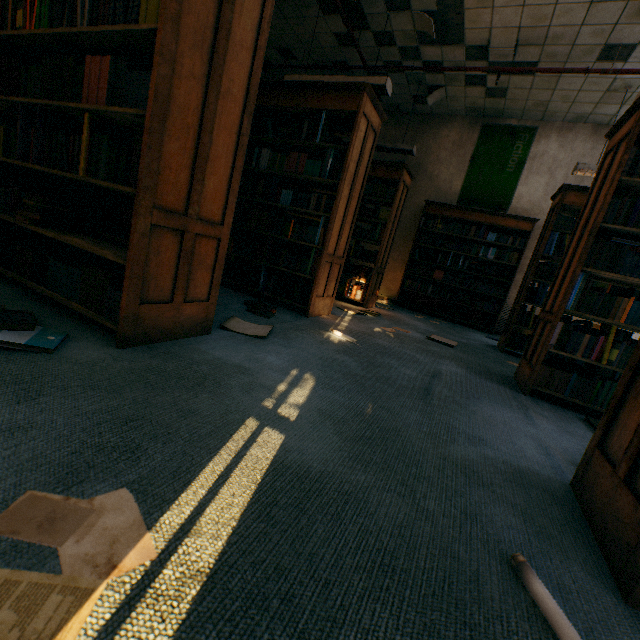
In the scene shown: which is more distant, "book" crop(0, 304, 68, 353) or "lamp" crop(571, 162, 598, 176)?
"lamp" crop(571, 162, 598, 176)

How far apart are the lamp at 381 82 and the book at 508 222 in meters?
2.7

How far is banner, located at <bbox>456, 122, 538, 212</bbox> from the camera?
6.1m

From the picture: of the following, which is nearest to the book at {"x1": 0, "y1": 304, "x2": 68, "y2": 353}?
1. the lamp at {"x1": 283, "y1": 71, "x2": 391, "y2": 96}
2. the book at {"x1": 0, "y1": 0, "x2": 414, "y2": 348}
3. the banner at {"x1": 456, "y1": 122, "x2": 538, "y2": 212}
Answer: the book at {"x1": 0, "y1": 0, "x2": 414, "y2": 348}

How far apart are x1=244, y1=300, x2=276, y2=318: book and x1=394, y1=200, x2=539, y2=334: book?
4.2 meters

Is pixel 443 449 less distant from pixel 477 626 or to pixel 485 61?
pixel 477 626

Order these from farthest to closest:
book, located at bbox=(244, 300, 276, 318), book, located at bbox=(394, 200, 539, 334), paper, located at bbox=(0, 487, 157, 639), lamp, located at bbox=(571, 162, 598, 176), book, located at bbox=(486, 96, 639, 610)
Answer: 1. book, located at bbox=(394, 200, 539, 334)
2. lamp, located at bbox=(571, 162, 598, 176)
3. book, located at bbox=(244, 300, 276, 318)
4. book, located at bbox=(486, 96, 639, 610)
5. paper, located at bbox=(0, 487, 157, 639)

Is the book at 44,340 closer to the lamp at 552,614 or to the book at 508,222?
the lamp at 552,614
